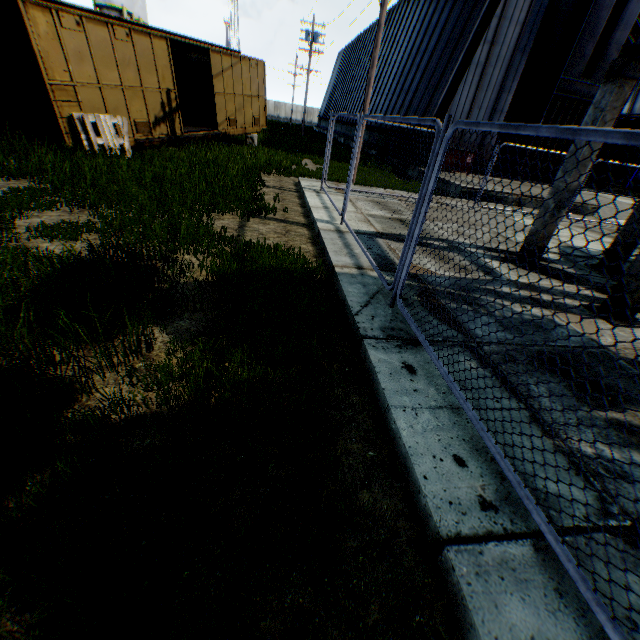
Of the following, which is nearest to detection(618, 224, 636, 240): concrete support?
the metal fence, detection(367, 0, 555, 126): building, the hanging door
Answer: the metal fence

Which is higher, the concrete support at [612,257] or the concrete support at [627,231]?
the concrete support at [627,231]

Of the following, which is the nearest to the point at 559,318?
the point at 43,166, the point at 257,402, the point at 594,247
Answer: the point at 257,402

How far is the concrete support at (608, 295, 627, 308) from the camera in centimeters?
484cm

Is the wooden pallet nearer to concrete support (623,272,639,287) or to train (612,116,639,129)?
concrete support (623,272,639,287)

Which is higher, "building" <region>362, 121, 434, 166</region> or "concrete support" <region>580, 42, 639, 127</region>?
"concrete support" <region>580, 42, 639, 127</region>

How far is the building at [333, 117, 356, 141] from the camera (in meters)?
32.10

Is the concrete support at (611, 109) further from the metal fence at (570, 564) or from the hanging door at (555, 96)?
the hanging door at (555, 96)
